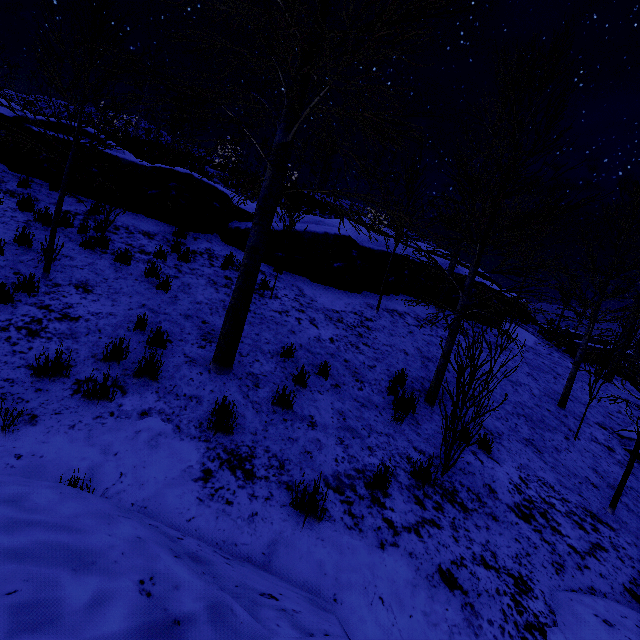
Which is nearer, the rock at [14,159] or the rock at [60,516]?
the rock at [60,516]

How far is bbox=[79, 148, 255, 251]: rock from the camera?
9.0 meters

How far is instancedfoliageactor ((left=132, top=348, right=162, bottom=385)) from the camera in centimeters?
412cm

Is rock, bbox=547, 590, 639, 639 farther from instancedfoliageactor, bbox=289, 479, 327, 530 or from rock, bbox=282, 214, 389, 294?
rock, bbox=282, 214, 389, 294

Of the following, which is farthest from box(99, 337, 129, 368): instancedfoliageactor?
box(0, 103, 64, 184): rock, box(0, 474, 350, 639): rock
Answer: box(0, 474, 350, 639): rock

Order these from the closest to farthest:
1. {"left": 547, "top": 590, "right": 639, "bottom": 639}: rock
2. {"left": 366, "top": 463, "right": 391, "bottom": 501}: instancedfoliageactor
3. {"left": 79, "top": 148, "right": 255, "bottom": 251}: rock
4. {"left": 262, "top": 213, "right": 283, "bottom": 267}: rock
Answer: {"left": 547, "top": 590, "right": 639, "bottom": 639}: rock, {"left": 366, "top": 463, "right": 391, "bottom": 501}: instancedfoliageactor, {"left": 79, "top": 148, "right": 255, "bottom": 251}: rock, {"left": 262, "top": 213, "right": 283, "bottom": 267}: rock

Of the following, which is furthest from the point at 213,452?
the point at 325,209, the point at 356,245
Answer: the point at 325,209

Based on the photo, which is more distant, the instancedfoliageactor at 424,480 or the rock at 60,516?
the instancedfoliageactor at 424,480
